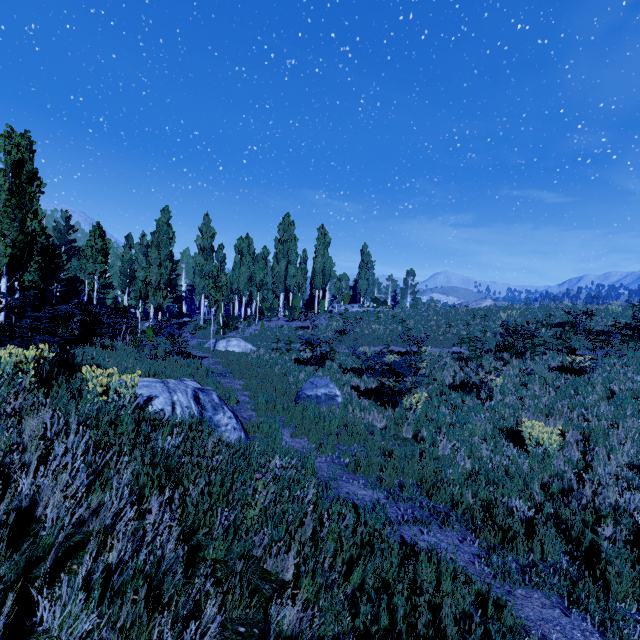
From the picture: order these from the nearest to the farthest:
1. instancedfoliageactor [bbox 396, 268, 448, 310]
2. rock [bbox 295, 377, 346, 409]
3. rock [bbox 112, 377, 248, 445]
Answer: rock [bbox 112, 377, 248, 445] → rock [bbox 295, 377, 346, 409] → instancedfoliageactor [bbox 396, 268, 448, 310]

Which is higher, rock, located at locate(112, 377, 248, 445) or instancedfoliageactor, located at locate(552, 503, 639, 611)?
rock, located at locate(112, 377, 248, 445)

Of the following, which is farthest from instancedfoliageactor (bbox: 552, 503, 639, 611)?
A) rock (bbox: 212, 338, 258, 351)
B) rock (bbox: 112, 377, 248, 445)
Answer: rock (bbox: 112, 377, 248, 445)

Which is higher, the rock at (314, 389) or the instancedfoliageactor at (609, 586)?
the rock at (314, 389)

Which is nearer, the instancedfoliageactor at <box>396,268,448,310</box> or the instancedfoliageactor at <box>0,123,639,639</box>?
the instancedfoliageactor at <box>0,123,639,639</box>

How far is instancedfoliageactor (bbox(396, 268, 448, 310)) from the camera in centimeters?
3498cm

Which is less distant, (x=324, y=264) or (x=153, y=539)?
(x=153, y=539)
